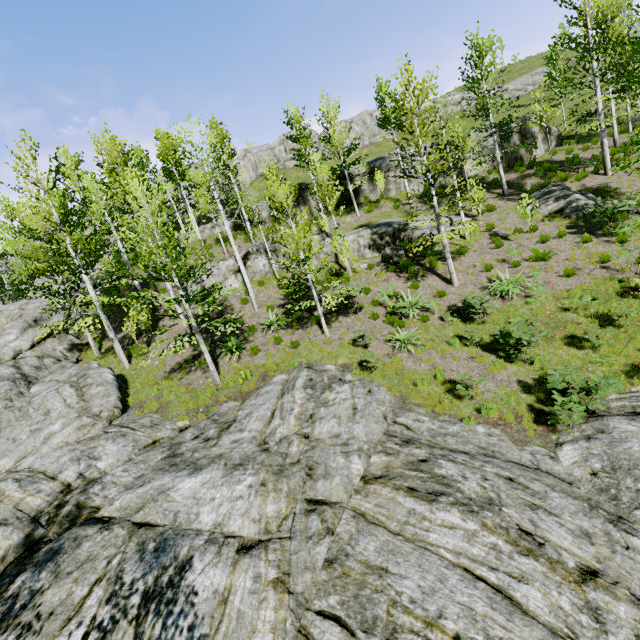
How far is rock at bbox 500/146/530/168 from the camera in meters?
24.7 m

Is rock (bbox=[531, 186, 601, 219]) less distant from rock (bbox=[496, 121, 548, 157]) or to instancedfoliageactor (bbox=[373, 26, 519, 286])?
rock (bbox=[496, 121, 548, 157])

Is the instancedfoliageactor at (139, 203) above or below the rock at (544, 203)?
above

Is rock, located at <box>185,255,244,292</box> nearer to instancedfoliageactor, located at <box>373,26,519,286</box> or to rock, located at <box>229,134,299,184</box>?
instancedfoliageactor, located at <box>373,26,519,286</box>

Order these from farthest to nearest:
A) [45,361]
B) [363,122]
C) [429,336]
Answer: [363,122] < [45,361] < [429,336]

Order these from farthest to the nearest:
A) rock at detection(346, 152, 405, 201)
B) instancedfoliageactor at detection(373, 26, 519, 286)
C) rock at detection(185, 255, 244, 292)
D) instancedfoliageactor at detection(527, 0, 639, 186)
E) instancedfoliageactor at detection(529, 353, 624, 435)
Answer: rock at detection(346, 152, 405, 201), rock at detection(185, 255, 244, 292), instancedfoliageactor at detection(527, 0, 639, 186), instancedfoliageactor at detection(373, 26, 519, 286), instancedfoliageactor at detection(529, 353, 624, 435)

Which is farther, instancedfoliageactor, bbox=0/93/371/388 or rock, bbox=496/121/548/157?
rock, bbox=496/121/548/157

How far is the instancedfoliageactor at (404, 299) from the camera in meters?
14.4 m
